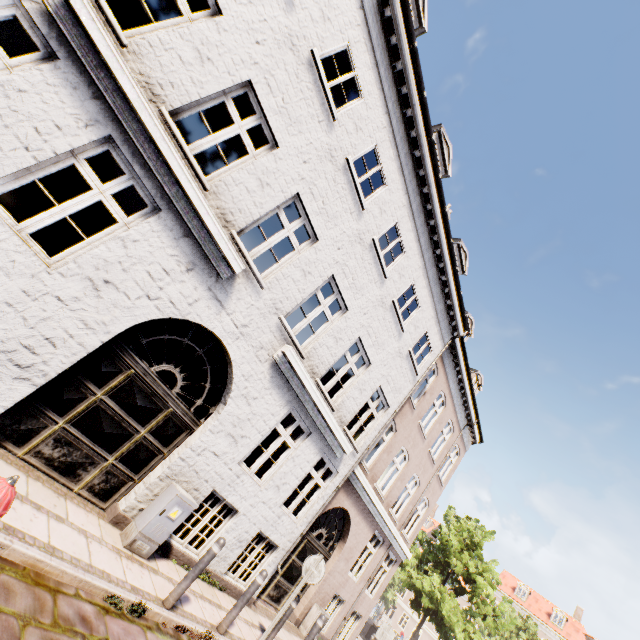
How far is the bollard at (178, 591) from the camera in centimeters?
484cm

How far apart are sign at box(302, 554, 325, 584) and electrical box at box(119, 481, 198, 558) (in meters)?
2.93

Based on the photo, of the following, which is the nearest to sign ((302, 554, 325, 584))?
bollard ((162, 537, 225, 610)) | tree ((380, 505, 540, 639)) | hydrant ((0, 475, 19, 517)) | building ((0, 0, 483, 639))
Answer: Answer: building ((0, 0, 483, 639))

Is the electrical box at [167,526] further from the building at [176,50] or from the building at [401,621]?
the building at [401,621]

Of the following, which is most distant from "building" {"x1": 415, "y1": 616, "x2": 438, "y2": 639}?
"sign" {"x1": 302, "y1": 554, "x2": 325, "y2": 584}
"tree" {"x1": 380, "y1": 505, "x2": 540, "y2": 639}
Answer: "sign" {"x1": 302, "y1": 554, "x2": 325, "y2": 584}

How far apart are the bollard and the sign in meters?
2.6 m

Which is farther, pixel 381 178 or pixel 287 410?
pixel 381 178

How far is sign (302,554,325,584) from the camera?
6.7m
